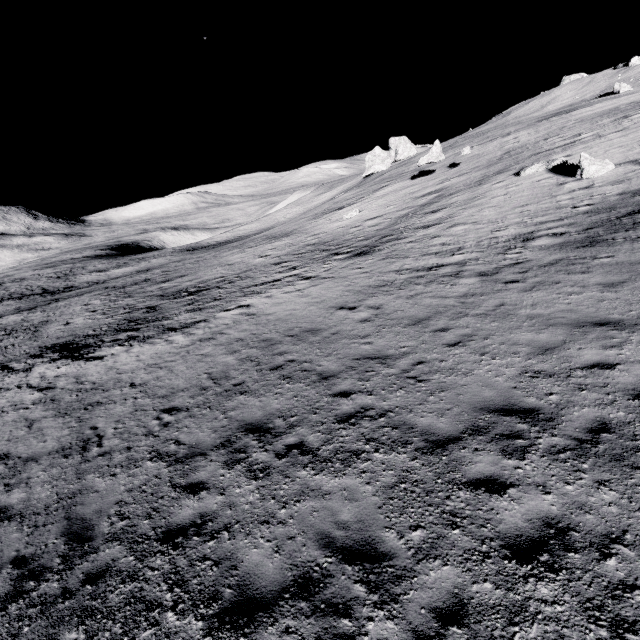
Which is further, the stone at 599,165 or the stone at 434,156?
the stone at 434,156

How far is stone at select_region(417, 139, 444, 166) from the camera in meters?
32.7

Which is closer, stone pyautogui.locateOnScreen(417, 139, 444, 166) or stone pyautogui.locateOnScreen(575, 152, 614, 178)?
stone pyautogui.locateOnScreen(575, 152, 614, 178)

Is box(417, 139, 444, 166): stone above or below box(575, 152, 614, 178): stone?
above

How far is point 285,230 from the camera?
46.1m

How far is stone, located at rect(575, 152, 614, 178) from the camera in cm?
1880

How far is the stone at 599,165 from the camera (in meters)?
18.80
